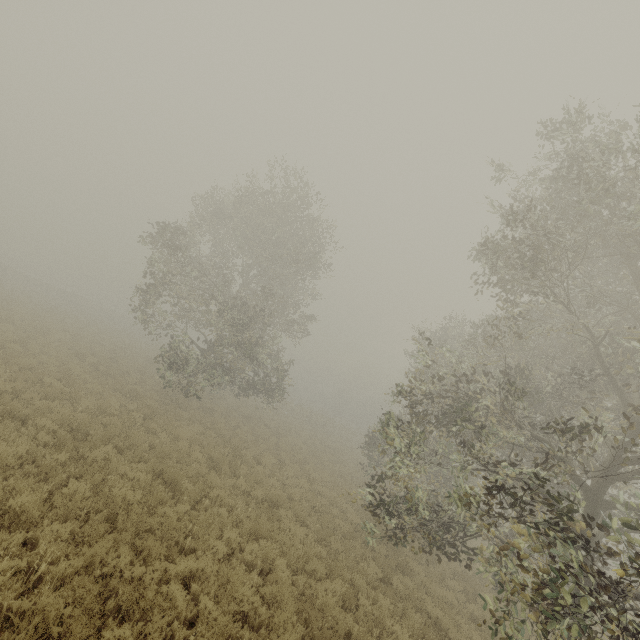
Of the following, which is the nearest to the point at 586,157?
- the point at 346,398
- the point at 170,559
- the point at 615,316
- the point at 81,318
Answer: Result: the point at 615,316
